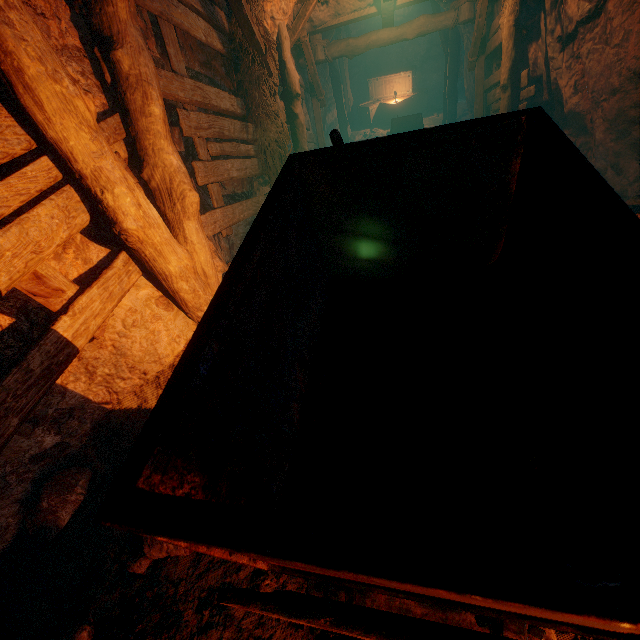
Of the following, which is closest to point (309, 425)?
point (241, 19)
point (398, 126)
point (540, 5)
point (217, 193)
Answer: point (217, 193)

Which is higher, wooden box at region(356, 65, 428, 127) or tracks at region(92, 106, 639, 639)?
tracks at region(92, 106, 639, 639)

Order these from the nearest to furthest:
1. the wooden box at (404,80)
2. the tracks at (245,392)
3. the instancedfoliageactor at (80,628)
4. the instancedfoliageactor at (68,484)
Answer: the tracks at (245,392) → the instancedfoliageactor at (80,628) → the instancedfoliageactor at (68,484) → the wooden box at (404,80)

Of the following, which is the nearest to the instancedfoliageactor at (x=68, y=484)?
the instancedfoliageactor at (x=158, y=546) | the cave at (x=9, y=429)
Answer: the cave at (x=9, y=429)

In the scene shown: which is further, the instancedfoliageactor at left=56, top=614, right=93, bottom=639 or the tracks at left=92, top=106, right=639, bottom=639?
the instancedfoliageactor at left=56, top=614, right=93, bottom=639

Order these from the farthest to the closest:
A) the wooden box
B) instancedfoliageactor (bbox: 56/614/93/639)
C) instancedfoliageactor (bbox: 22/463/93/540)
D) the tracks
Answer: the wooden box
instancedfoliageactor (bbox: 22/463/93/540)
instancedfoliageactor (bbox: 56/614/93/639)
the tracks

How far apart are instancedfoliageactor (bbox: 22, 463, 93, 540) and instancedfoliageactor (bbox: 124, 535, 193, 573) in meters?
0.7 m

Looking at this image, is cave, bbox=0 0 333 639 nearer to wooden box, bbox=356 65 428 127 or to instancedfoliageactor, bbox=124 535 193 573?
instancedfoliageactor, bbox=124 535 193 573
